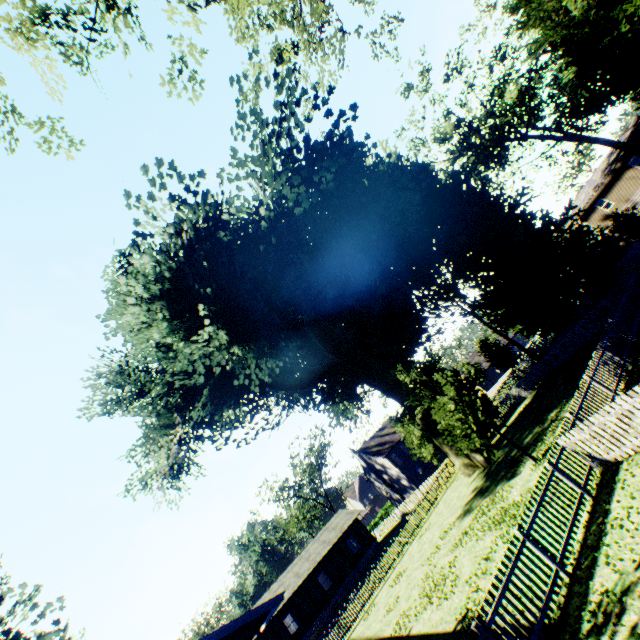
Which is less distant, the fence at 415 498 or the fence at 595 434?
the fence at 595 434

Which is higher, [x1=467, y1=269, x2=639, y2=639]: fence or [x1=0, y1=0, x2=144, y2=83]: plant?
[x1=0, y1=0, x2=144, y2=83]: plant

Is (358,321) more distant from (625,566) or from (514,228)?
(625,566)

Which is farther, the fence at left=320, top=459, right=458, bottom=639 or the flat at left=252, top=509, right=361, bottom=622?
the flat at left=252, top=509, right=361, bottom=622

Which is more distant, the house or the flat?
the flat

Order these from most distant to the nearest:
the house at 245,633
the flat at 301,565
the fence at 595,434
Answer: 1. the flat at 301,565
2. the house at 245,633
3. the fence at 595,434

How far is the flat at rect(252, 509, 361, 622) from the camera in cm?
3525

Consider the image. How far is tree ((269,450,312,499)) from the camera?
55.9 meters
